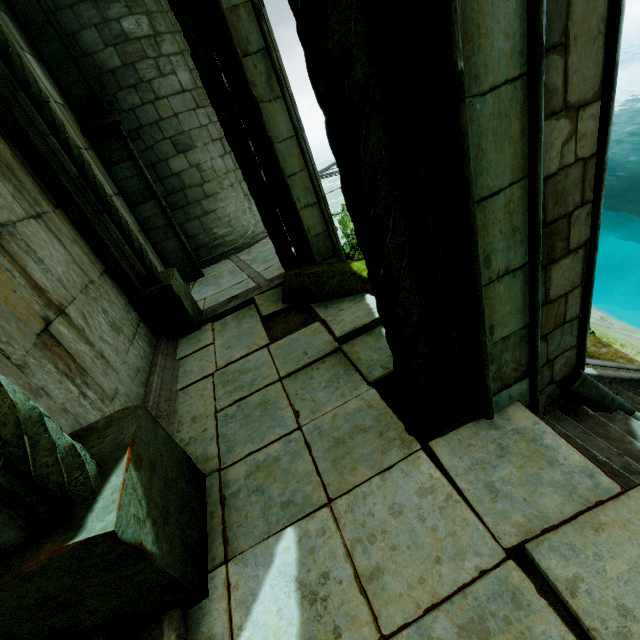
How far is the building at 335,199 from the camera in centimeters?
1027cm

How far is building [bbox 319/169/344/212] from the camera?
10.3m

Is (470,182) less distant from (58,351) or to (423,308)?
(423,308)

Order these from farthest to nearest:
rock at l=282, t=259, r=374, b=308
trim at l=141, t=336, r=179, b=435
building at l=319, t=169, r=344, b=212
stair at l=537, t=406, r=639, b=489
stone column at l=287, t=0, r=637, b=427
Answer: building at l=319, t=169, r=344, b=212 < rock at l=282, t=259, r=374, b=308 < trim at l=141, t=336, r=179, b=435 < stair at l=537, t=406, r=639, b=489 < stone column at l=287, t=0, r=637, b=427

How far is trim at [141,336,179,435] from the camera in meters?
3.7

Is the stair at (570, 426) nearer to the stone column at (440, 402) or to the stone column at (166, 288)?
the stone column at (440, 402)

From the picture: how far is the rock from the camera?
4.81m

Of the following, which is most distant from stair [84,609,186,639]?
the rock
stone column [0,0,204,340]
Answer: stone column [0,0,204,340]
